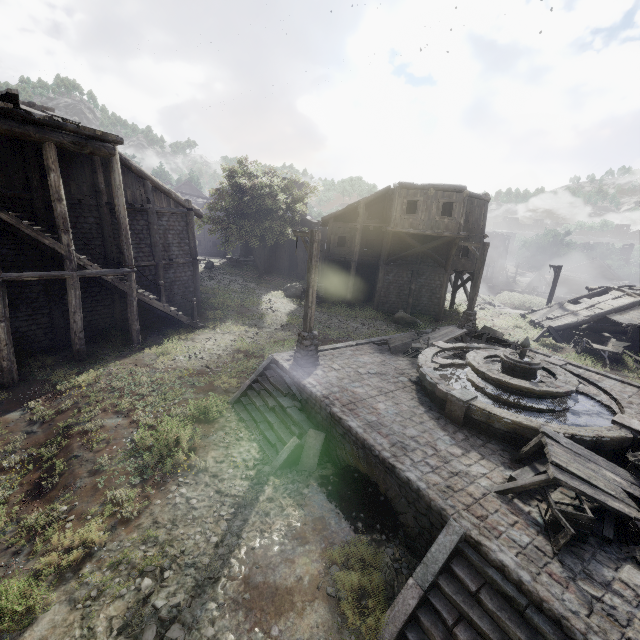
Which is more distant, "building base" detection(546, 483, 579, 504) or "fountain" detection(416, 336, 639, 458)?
"fountain" detection(416, 336, 639, 458)

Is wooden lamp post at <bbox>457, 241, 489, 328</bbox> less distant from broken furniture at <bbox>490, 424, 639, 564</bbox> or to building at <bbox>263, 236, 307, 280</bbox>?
building at <bbox>263, 236, 307, 280</bbox>

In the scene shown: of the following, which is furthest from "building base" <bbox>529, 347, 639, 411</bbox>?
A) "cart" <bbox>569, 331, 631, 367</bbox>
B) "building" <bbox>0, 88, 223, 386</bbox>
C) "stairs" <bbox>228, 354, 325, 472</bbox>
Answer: "cart" <bbox>569, 331, 631, 367</bbox>

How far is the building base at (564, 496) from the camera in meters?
6.6 m

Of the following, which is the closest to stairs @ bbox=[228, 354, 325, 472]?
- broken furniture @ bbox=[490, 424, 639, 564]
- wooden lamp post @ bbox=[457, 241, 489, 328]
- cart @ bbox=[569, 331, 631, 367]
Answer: broken furniture @ bbox=[490, 424, 639, 564]

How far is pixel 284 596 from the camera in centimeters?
585cm

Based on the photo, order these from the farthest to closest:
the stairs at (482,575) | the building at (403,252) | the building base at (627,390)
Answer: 1. the building at (403,252)
2. the building base at (627,390)
3. the stairs at (482,575)

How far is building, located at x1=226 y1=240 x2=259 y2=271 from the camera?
37.78m
